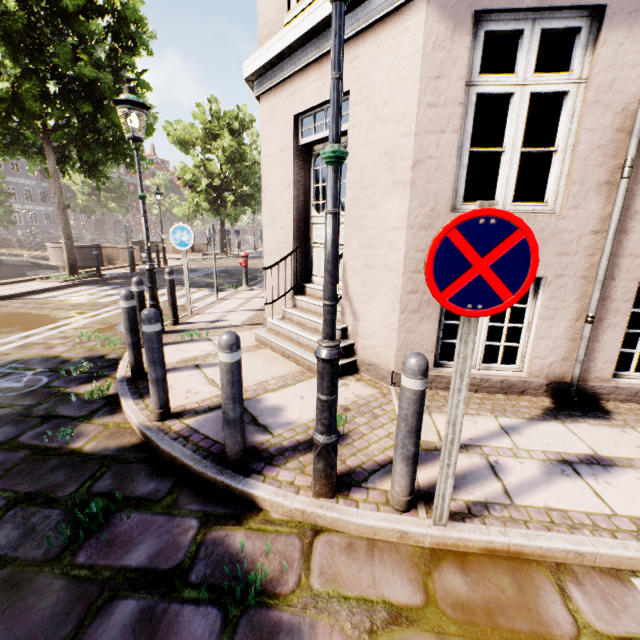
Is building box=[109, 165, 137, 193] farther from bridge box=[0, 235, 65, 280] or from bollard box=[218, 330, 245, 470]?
bollard box=[218, 330, 245, 470]

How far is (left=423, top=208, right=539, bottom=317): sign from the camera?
1.6m

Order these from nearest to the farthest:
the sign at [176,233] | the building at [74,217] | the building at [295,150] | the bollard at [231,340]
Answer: the bollard at [231,340], the building at [295,150], the sign at [176,233], the building at [74,217]

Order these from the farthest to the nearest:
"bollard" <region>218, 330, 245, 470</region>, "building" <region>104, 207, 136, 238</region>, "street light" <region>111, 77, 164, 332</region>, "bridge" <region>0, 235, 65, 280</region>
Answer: "building" <region>104, 207, 136, 238</region>
"bridge" <region>0, 235, 65, 280</region>
"street light" <region>111, 77, 164, 332</region>
"bollard" <region>218, 330, 245, 470</region>

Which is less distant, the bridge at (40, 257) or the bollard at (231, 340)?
the bollard at (231, 340)

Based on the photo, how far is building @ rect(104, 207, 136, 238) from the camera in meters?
53.4

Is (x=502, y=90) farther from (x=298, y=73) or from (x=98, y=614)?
(x=98, y=614)
